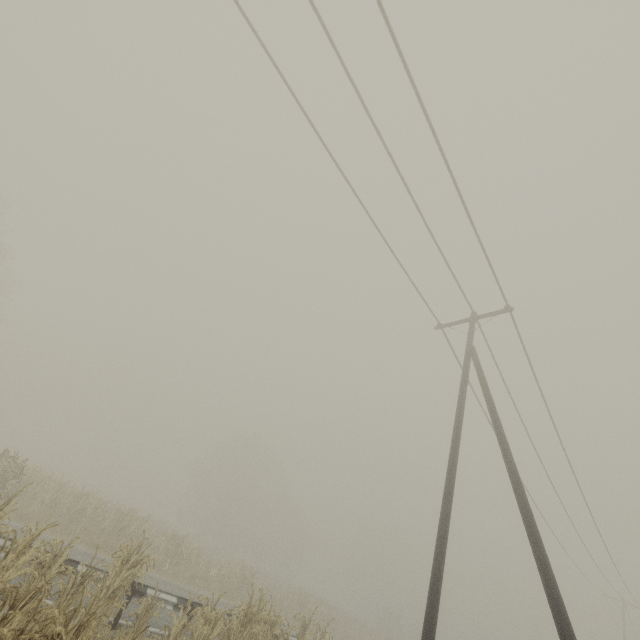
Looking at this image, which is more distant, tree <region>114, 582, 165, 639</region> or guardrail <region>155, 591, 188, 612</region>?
guardrail <region>155, 591, 188, 612</region>

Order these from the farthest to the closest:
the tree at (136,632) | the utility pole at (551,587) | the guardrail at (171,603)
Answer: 1. the guardrail at (171,603)
2. the utility pole at (551,587)
3. the tree at (136,632)

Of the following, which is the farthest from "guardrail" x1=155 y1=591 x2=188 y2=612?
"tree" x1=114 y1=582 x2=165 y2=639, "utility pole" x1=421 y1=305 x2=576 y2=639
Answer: "utility pole" x1=421 y1=305 x2=576 y2=639

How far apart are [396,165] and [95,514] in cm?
2165

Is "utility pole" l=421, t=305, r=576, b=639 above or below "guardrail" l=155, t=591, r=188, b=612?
above

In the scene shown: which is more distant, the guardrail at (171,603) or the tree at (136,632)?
the guardrail at (171,603)

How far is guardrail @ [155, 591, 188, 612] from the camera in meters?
8.8
